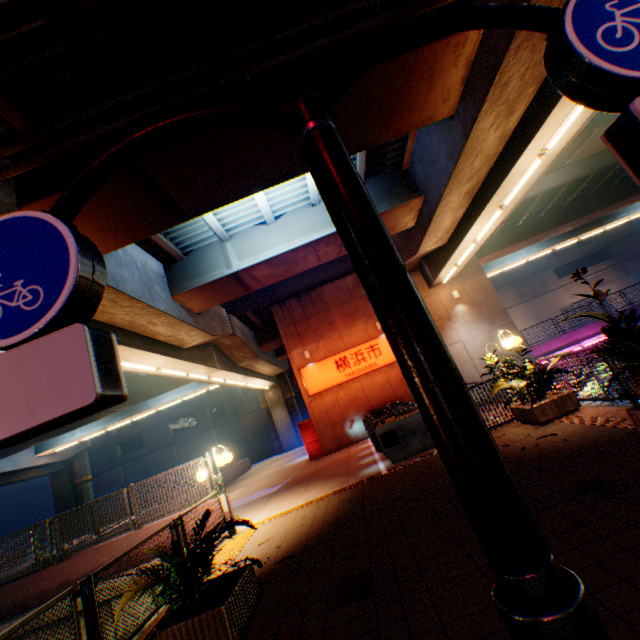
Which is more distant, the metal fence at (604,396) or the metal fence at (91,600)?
the metal fence at (604,396)

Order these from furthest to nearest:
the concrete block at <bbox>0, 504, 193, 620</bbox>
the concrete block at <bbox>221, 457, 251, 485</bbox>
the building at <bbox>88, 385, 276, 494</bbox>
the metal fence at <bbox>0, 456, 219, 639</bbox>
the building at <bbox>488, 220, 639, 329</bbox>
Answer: the building at <bbox>488, 220, 639, 329</bbox> < the building at <bbox>88, 385, 276, 494</bbox> < the concrete block at <bbox>221, 457, 251, 485</bbox> < the concrete block at <bbox>0, 504, 193, 620</bbox> < the metal fence at <bbox>0, 456, 219, 639</bbox>

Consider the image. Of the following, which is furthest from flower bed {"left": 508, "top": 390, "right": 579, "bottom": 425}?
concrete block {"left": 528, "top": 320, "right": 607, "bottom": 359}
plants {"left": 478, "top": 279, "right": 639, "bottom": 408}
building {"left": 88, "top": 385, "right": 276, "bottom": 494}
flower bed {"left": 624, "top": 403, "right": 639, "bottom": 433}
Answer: building {"left": 88, "top": 385, "right": 276, "bottom": 494}

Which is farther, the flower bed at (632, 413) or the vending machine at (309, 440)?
the vending machine at (309, 440)

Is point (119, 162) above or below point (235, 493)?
above

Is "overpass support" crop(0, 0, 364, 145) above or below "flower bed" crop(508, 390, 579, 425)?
above

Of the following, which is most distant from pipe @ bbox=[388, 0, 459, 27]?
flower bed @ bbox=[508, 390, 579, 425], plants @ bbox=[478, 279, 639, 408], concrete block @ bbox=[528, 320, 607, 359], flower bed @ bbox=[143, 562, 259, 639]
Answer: concrete block @ bbox=[528, 320, 607, 359]

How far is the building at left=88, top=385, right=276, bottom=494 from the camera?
41.3m
